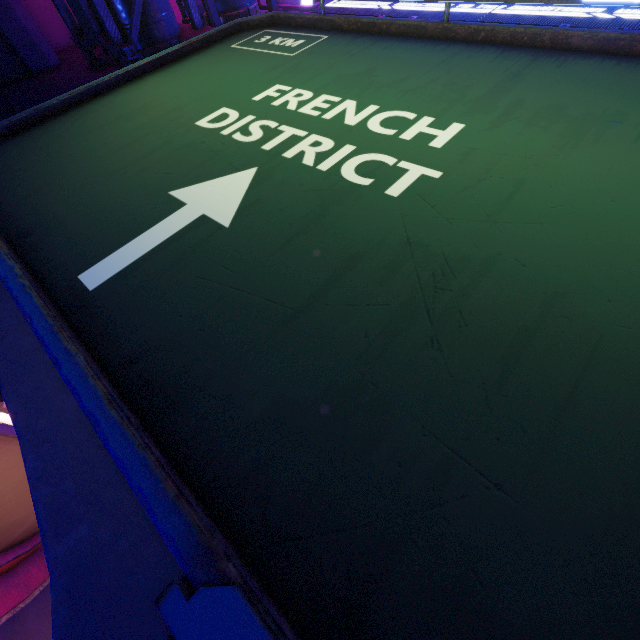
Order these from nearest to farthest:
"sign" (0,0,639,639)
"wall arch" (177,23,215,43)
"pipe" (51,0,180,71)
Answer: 1. "sign" (0,0,639,639)
2. "pipe" (51,0,180,71)
3. "wall arch" (177,23,215,43)

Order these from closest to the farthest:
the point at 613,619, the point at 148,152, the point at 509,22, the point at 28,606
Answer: the point at 613,619
the point at 148,152
the point at 509,22
the point at 28,606

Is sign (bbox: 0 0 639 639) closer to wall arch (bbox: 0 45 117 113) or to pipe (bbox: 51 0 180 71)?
wall arch (bbox: 0 45 117 113)

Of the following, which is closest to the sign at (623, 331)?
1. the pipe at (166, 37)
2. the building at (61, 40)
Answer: the pipe at (166, 37)

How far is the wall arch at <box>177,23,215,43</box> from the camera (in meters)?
7.20

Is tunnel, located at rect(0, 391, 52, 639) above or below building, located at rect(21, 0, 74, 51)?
below

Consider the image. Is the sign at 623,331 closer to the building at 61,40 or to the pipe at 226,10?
the pipe at 226,10

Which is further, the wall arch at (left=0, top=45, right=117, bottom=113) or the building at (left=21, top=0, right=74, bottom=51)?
the building at (left=21, top=0, right=74, bottom=51)
